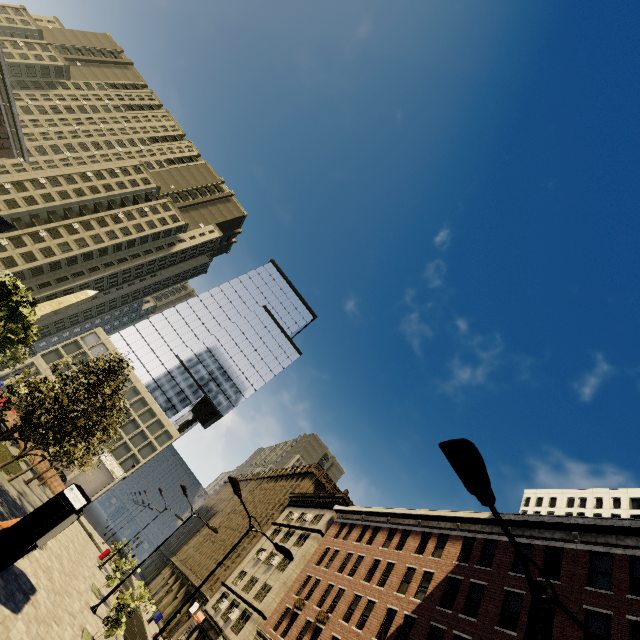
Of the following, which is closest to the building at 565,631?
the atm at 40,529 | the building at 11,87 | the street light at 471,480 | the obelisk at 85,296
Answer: the building at 11,87

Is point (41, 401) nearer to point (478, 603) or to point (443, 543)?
point (478, 603)

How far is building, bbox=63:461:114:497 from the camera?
52.57m

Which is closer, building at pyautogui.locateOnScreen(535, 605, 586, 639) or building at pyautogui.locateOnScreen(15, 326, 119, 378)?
building at pyautogui.locateOnScreen(535, 605, 586, 639)

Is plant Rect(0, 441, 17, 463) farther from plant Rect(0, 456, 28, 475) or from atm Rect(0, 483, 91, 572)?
atm Rect(0, 483, 91, 572)

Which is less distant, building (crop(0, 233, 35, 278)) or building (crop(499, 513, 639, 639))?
building (crop(499, 513, 639, 639))

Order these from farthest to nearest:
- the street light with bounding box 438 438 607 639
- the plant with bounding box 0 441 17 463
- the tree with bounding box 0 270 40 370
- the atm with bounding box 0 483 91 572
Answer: the plant with bounding box 0 441 17 463 < the tree with bounding box 0 270 40 370 < the atm with bounding box 0 483 91 572 < the street light with bounding box 438 438 607 639

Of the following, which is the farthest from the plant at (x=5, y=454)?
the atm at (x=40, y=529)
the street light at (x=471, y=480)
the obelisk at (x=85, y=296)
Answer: the street light at (x=471, y=480)
